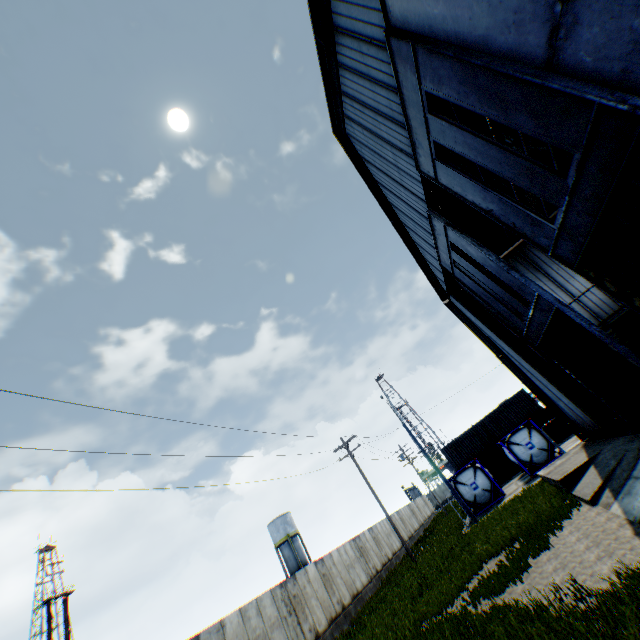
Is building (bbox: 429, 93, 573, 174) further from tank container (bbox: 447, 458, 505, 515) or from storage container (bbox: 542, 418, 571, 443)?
storage container (bbox: 542, 418, 571, 443)

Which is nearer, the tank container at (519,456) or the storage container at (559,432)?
the tank container at (519,456)

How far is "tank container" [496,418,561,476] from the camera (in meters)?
23.61

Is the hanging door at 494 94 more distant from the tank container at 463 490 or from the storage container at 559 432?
the storage container at 559 432

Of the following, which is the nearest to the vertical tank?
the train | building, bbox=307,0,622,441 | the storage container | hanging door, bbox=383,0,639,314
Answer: the storage container

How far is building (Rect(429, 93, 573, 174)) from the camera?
16.8 meters

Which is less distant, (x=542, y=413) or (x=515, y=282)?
(x=515, y=282)

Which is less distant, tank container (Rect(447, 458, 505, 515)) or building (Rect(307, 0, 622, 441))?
building (Rect(307, 0, 622, 441))
